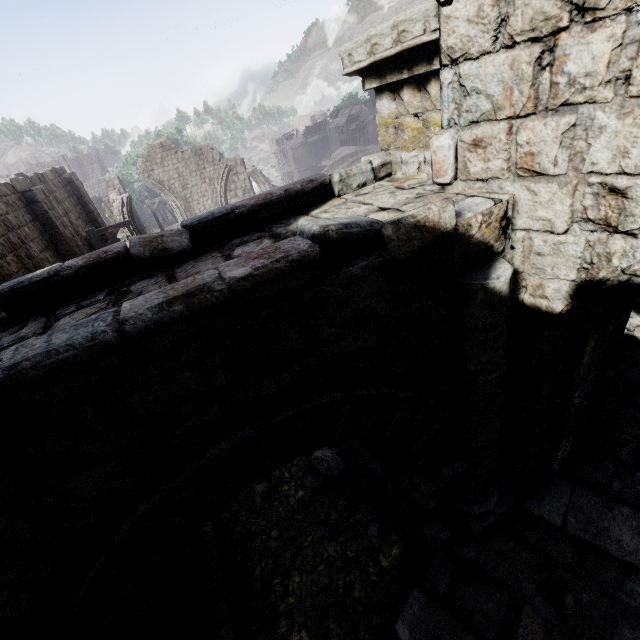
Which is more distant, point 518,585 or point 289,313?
point 518,585

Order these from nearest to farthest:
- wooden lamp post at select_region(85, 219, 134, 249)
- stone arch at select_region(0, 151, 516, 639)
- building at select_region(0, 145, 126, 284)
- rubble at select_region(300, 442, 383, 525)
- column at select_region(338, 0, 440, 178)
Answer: stone arch at select_region(0, 151, 516, 639) < column at select_region(338, 0, 440, 178) < rubble at select_region(300, 442, 383, 525) < building at select_region(0, 145, 126, 284) < wooden lamp post at select_region(85, 219, 134, 249)

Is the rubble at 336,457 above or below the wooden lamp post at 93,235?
below

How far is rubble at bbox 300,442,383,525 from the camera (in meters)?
5.25

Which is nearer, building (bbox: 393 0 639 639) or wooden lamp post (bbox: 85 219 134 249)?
building (bbox: 393 0 639 639)

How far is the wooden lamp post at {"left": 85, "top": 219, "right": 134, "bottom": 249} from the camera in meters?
11.4

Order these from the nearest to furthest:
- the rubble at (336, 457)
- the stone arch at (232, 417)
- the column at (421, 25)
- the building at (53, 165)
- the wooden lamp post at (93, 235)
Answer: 1. the stone arch at (232, 417)
2. the column at (421, 25)
3. the rubble at (336, 457)
4. the building at (53, 165)
5. the wooden lamp post at (93, 235)

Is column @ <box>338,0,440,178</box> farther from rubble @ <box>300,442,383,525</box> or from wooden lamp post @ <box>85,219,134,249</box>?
wooden lamp post @ <box>85,219,134,249</box>
